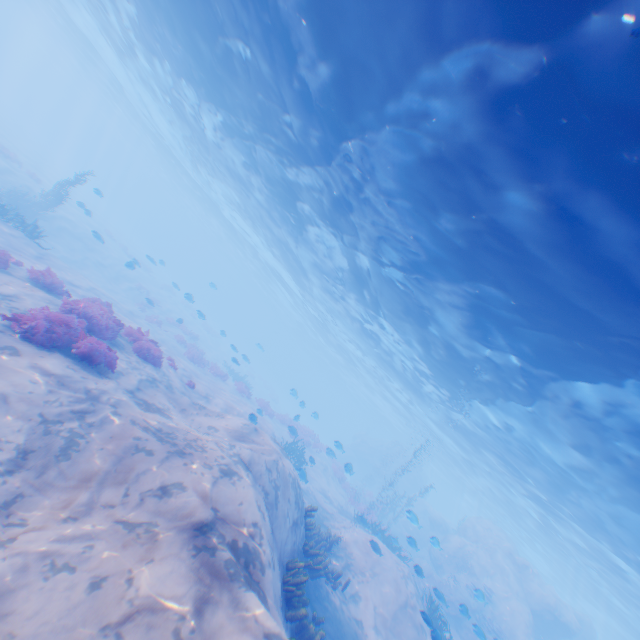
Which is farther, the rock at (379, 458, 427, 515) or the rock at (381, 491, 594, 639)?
the rock at (379, 458, 427, 515)

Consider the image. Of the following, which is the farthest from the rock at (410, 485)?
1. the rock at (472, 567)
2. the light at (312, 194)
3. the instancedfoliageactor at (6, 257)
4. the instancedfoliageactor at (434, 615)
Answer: the instancedfoliageactor at (6, 257)

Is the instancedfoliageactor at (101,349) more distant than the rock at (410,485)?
No

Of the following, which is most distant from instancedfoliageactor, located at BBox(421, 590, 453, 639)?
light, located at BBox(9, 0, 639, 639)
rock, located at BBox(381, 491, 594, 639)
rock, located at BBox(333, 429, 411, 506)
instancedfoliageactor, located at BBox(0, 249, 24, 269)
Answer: rock, located at BBox(333, 429, 411, 506)

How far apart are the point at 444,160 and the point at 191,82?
18.8m

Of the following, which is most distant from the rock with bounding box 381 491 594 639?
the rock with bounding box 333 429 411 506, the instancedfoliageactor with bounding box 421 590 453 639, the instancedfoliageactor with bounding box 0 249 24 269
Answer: the rock with bounding box 333 429 411 506

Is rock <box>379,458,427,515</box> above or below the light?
below

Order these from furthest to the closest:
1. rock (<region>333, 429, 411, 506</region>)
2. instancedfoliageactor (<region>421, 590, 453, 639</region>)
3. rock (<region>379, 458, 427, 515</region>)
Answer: rock (<region>379, 458, 427, 515</region>) → rock (<region>333, 429, 411, 506</region>) → instancedfoliageactor (<region>421, 590, 453, 639</region>)
